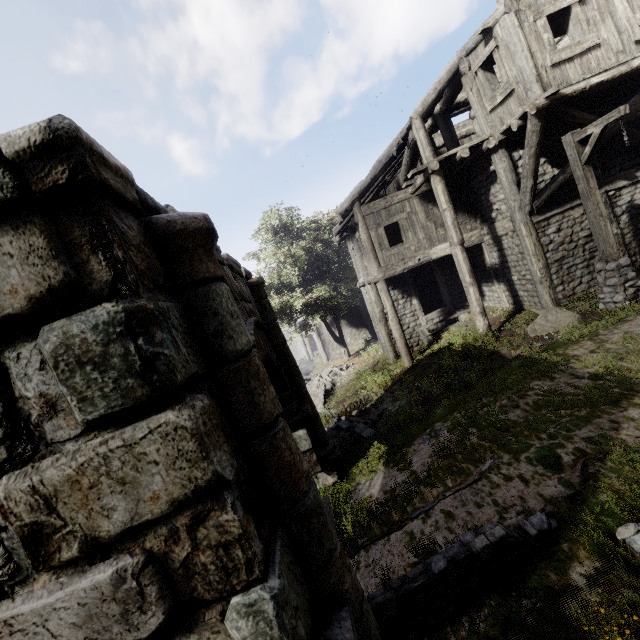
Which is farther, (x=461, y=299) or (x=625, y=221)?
(x=461, y=299)

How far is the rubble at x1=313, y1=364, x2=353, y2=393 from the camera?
19.1m

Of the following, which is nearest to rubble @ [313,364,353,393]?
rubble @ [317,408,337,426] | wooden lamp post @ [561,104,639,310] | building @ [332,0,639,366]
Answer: rubble @ [317,408,337,426]

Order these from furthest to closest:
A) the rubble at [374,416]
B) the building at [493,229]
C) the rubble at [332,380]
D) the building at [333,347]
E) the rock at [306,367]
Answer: the building at [333,347] → the rock at [306,367] → the rubble at [332,380] → the rubble at [374,416] → the building at [493,229]

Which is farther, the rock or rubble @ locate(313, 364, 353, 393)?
the rock

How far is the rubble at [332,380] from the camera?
19.1m

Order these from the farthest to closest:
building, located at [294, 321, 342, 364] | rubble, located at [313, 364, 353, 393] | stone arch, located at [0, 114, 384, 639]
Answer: building, located at [294, 321, 342, 364]
rubble, located at [313, 364, 353, 393]
stone arch, located at [0, 114, 384, 639]

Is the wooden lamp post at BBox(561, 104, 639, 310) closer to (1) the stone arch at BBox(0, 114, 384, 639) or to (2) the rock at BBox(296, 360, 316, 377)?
(1) the stone arch at BBox(0, 114, 384, 639)
